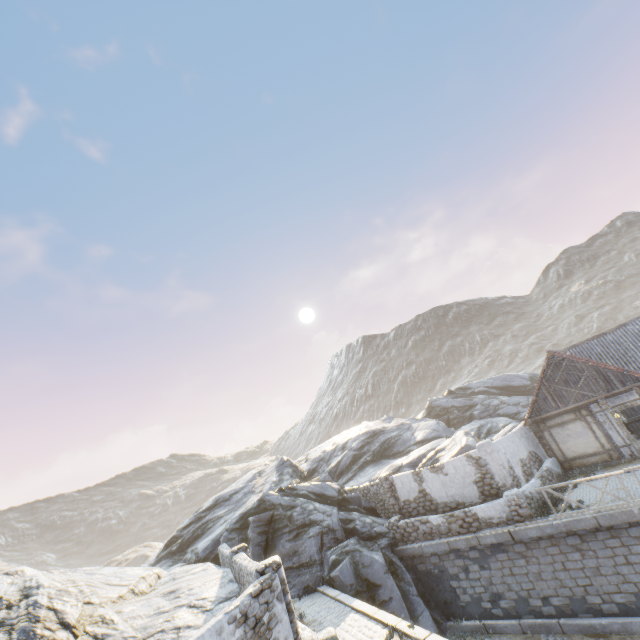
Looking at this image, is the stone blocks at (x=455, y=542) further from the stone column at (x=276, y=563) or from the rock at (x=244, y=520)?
the stone column at (x=276, y=563)

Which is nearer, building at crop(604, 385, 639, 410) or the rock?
the rock

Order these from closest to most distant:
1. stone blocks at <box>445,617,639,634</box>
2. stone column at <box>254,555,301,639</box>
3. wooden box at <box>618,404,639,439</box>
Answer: stone column at <box>254,555,301,639</box>
stone blocks at <box>445,617,639,634</box>
wooden box at <box>618,404,639,439</box>

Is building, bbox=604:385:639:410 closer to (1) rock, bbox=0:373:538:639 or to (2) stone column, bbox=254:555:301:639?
(1) rock, bbox=0:373:538:639

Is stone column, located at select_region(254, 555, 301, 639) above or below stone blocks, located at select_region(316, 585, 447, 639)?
above

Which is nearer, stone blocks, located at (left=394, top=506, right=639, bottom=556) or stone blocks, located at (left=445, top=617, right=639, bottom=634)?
stone blocks, located at (left=445, top=617, right=639, bottom=634)

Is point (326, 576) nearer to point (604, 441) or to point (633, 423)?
point (604, 441)

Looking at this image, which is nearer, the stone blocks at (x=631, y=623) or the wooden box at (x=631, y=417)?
the stone blocks at (x=631, y=623)
